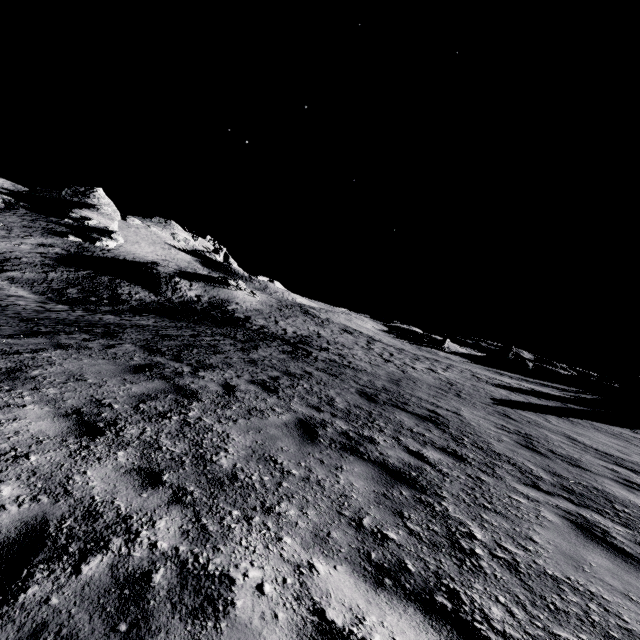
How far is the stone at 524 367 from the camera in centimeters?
5516cm

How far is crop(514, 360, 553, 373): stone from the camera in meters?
55.2

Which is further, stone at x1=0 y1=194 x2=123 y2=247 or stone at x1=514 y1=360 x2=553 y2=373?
stone at x1=514 y1=360 x2=553 y2=373

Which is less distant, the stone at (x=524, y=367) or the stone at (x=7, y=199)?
the stone at (x=7, y=199)

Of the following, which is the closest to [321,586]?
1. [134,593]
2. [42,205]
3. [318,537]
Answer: [318,537]
